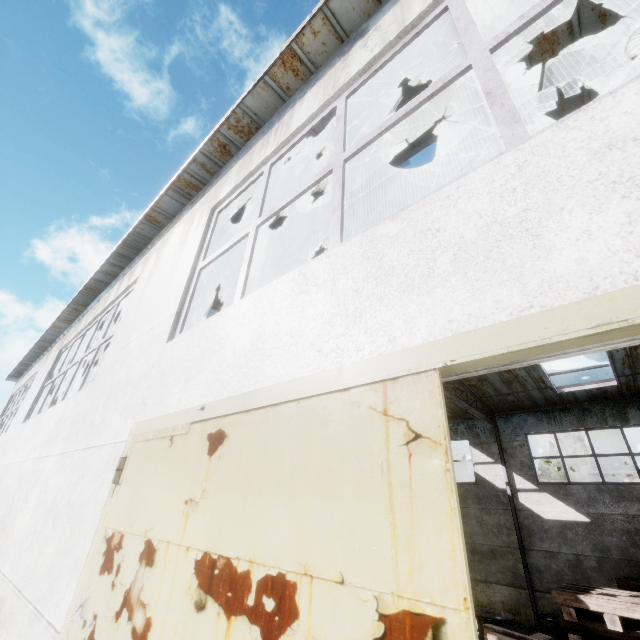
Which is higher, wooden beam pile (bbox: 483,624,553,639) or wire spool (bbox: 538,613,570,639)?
wooden beam pile (bbox: 483,624,553,639)

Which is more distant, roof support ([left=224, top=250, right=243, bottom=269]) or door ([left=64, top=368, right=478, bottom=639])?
roof support ([left=224, top=250, right=243, bottom=269])

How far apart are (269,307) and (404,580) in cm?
167

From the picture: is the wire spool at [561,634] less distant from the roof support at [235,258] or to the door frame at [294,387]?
the roof support at [235,258]

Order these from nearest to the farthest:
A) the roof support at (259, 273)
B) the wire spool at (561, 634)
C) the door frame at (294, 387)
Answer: the door frame at (294, 387) → the roof support at (259, 273) → the wire spool at (561, 634)

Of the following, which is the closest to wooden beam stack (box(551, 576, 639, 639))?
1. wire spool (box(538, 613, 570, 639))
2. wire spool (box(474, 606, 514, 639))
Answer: wire spool (box(538, 613, 570, 639))

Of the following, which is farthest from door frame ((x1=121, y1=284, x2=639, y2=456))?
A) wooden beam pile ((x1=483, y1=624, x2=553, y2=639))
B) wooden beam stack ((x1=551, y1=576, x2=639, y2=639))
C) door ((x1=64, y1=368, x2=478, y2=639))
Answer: wooden beam stack ((x1=551, y1=576, x2=639, y2=639))

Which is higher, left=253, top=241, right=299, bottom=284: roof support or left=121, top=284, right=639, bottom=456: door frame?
left=253, top=241, right=299, bottom=284: roof support
